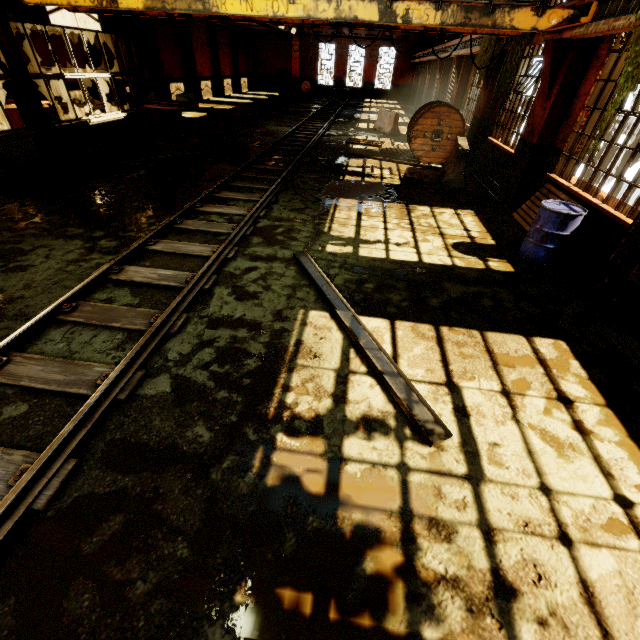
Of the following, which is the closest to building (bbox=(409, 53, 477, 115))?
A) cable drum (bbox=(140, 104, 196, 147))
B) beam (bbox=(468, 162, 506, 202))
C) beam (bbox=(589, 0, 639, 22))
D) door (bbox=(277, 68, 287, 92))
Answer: beam (bbox=(468, 162, 506, 202))

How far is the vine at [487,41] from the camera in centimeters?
969cm

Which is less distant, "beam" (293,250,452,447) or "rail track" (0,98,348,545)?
"rail track" (0,98,348,545)

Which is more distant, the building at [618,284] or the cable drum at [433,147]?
the cable drum at [433,147]

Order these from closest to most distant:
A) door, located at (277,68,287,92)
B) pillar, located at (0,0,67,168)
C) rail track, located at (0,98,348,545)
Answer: rail track, located at (0,98,348,545), pillar, located at (0,0,67,168), door, located at (277,68,287,92)

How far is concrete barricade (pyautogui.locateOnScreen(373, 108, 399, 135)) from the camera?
16.3 meters

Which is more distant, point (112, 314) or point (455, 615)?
point (112, 314)

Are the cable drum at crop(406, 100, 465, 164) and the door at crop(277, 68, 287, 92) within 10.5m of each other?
no
